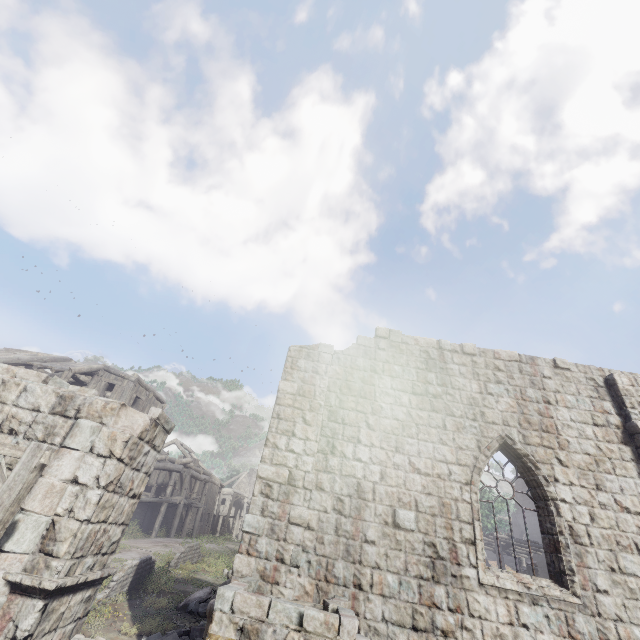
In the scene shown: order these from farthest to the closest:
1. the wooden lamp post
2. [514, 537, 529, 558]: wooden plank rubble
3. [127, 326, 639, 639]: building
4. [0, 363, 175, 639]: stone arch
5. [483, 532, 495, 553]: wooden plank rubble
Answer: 1. [483, 532, 495, 553]: wooden plank rubble
2. [514, 537, 529, 558]: wooden plank rubble
3. [127, 326, 639, 639]: building
4. [0, 363, 175, 639]: stone arch
5. the wooden lamp post

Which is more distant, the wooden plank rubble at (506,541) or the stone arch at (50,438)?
the wooden plank rubble at (506,541)

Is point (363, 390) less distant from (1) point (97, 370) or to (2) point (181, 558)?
(2) point (181, 558)

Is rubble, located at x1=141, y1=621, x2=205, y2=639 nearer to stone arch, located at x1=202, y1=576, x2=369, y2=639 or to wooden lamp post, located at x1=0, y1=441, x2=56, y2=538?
stone arch, located at x1=202, y1=576, x2=369, y2=639

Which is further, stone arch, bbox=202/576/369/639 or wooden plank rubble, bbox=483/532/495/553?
A: wooden plank rubble, bbox=483/532/495/553

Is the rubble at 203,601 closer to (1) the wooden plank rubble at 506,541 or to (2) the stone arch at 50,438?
(2) the stone arch at 50,438

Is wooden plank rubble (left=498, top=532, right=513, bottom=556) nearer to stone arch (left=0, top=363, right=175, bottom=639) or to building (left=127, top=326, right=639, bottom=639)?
building (left=127, top=326, right=639, bottom=639)

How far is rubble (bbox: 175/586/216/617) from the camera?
10.94m
